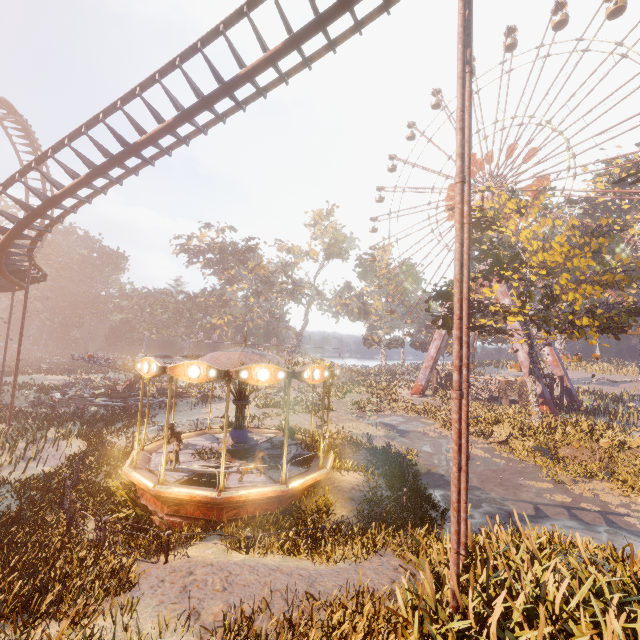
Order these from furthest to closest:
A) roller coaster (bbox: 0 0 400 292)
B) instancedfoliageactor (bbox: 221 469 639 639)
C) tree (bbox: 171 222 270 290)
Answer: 1. tree (bbox: 171 222 270 290)
2. roller coaster (bbox: 0 0 400 292)
3. instancedfoliageactor (bbox: 221 469 639 639)

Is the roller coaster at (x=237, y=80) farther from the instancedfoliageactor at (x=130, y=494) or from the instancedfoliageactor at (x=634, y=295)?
the instancedfoliageactor at (x=634, y=295)

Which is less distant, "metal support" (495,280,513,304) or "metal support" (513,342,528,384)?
"metal support" (513,342,528,384)

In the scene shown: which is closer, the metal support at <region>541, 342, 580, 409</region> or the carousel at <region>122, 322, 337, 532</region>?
the carousel at <region>122, 322, 337, 532</region>

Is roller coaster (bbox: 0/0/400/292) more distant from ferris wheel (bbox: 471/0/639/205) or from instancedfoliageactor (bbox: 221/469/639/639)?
ferris wheel (bbox: 471/0/639/205)

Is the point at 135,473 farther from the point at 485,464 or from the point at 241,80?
the point at 485,464

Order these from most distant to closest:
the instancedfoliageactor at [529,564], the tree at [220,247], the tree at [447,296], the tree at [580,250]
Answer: the tree at [220,247]
the tree at [447,296]
the tree at [580,250]
the instancedfoliageactor at [529,564]

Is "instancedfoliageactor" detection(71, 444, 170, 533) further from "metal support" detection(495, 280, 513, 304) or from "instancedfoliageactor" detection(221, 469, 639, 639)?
"metal support" detection(495, 280, 513, 304)
